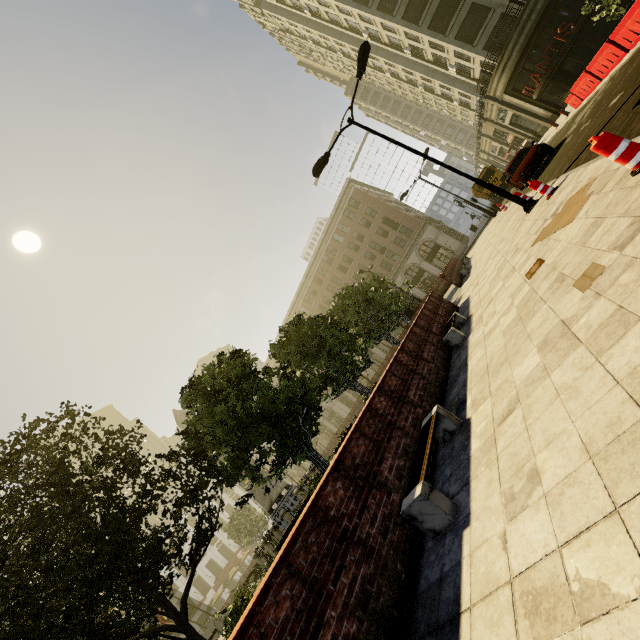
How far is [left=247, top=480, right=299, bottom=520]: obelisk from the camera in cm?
2105

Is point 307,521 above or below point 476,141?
below

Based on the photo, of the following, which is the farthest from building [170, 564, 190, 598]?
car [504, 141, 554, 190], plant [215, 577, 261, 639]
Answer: car [504, 141, 554, 190]

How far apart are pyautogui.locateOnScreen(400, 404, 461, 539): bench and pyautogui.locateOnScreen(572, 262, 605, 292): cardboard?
2.3 meters

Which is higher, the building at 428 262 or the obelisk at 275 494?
the building at 428 262

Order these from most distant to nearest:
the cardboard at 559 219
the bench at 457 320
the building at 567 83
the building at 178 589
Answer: the building at 178 589
the building at 567 83
the bench at 457 320
the cardboard at 559 219

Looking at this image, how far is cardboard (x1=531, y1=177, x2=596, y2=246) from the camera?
5.63m

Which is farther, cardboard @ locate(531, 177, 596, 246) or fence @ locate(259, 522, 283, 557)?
fence @ locate(259, 522, 283, 557)
